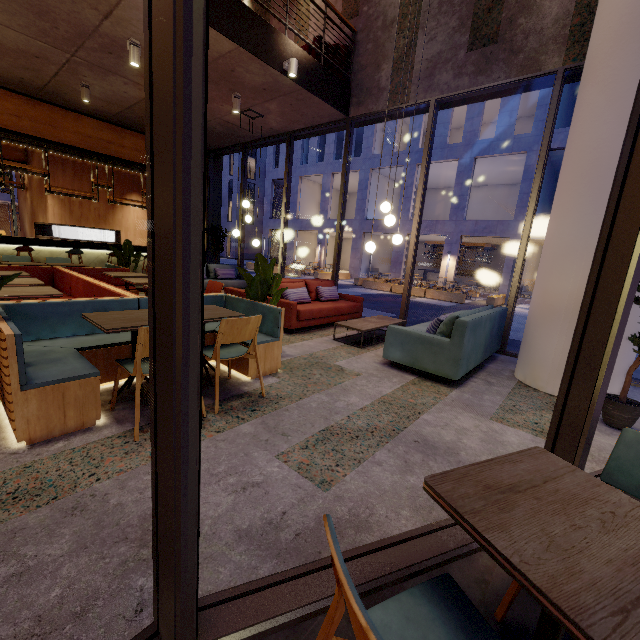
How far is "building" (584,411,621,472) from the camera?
2.61m

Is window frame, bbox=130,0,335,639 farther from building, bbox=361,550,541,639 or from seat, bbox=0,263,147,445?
seat, bbox=0,263,147,445

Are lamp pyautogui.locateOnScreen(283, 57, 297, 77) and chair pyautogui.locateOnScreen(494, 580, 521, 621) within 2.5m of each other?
no

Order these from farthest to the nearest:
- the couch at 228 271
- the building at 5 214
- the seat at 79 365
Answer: the building at 5 214 < the couch at 228 271 < the seat at 79 365

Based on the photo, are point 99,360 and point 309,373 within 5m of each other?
yes

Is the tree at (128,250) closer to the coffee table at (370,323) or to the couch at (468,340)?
the coffee table at (370,323)

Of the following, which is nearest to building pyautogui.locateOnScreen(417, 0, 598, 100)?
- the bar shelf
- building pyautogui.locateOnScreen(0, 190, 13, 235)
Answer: the bar shelf

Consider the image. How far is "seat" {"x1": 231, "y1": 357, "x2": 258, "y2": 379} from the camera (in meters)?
3.62
